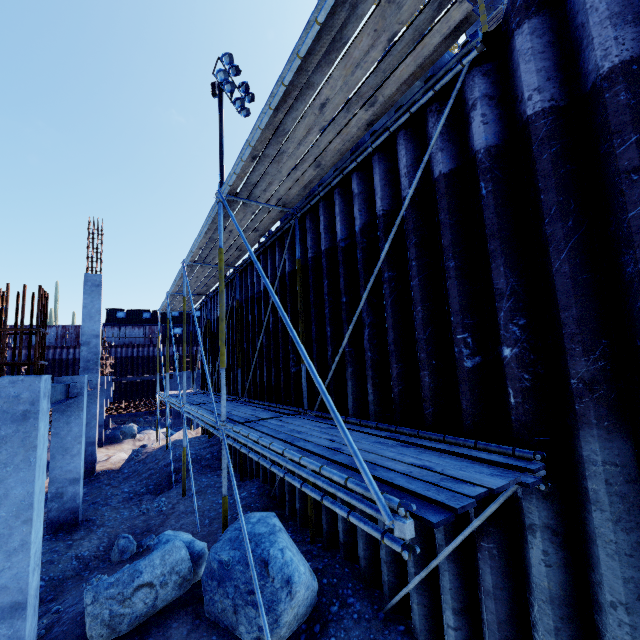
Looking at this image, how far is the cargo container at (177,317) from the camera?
38.94m

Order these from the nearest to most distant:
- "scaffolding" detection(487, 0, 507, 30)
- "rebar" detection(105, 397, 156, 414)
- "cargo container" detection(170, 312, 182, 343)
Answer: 1. "rebar" detection(105, 397, 156, 414)
2. "scaffolding" detection(487, 0, 507, 30)
3. "cargo container" detection(170, 312, 182, 343)

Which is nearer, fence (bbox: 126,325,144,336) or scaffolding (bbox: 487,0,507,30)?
scaffolding (bbox: 487,0,507,30)

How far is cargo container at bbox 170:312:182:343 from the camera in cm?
3894

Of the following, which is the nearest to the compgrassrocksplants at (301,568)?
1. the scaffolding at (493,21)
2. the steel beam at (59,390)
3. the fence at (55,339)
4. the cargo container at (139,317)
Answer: the steel beam at (59,390)

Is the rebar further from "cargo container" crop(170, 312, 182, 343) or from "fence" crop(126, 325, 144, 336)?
"cargo container" crop(170, 312, 182, 343)

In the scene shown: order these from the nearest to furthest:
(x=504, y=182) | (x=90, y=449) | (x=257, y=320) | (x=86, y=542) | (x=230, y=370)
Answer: (x=504, y=182) < (x=86, y=542) < (x=257, y=320) < (x=230, y=370) < (x=90, y=449)

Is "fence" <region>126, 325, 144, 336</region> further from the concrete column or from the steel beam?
the concrete column
